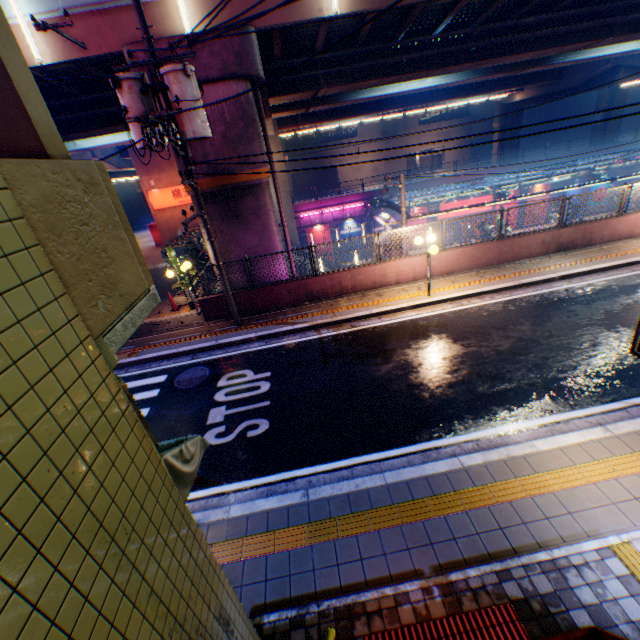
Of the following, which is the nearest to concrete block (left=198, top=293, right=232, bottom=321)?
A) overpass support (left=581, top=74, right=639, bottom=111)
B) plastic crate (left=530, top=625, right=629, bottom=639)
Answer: plastic crate (left=530, top=625, right=629, bottom=639)

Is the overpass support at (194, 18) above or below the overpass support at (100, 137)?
above

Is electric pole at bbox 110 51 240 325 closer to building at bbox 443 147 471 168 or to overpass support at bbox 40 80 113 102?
overpass support at bbox 40 80 113 102

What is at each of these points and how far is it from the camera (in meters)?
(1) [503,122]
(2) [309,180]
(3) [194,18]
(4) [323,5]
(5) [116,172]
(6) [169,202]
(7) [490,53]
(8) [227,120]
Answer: (1) overpass support, 40.56
(2) building, 53.19
(3) overpass support, 10.64
(4) overpass support, 10.87
(5) overpass support, 30.48
(6) sign, 27.72
(7) overpass support, 14.88
(8) overpass support, 11.34

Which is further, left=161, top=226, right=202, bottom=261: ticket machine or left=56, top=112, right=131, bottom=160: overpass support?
left=161, top=226, right=202, bottom=261: ticket machine

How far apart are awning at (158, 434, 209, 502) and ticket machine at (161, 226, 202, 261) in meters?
22.0

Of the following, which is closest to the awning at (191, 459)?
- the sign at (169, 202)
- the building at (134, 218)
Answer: the sign at (169, 202)

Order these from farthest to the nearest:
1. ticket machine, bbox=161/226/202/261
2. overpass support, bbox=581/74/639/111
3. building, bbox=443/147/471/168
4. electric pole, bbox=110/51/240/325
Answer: building, bbox=443/147/471/168 → overpass support, bbox=581/74/639/111 → ticket machine, bbox=161/226/202/261 → electric pole, bbox=110/51/240/325
